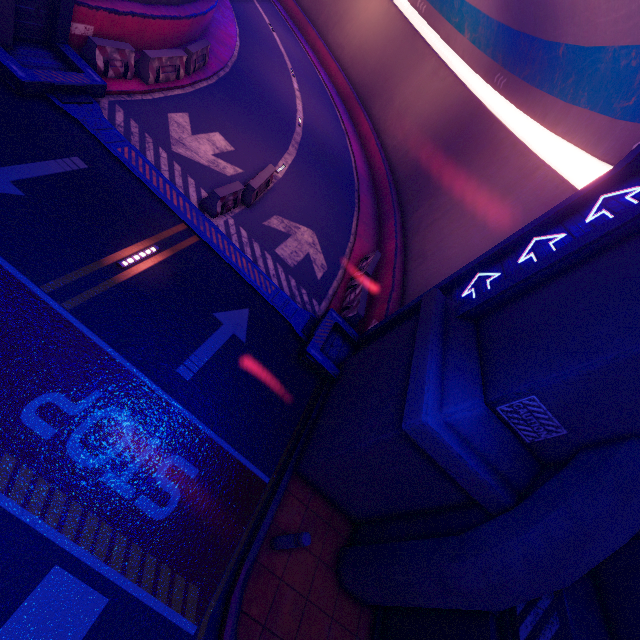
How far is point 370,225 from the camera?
18.8m

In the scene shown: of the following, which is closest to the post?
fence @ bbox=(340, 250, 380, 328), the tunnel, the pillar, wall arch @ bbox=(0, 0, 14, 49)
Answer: wall arch @ bbox=(0, 0, 14, 49)

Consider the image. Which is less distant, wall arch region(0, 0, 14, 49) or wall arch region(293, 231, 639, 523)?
wall arch region(293, 231, 639, 523)

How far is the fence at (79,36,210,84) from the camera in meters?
9.7

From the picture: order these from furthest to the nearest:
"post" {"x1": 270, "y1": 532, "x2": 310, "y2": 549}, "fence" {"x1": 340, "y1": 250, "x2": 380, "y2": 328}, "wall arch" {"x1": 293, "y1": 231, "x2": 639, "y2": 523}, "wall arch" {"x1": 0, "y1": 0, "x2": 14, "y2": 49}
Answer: "fence" {"x1": 340, "y1": 250, "x2": 380, "y2": 328} < "wall arch" {"x1": 0, "y1": 0, "x2": 14, "y2": 49} < "post" {"x1": 270, "y1": 532, "x2": 310, "y2": 549} < "wall arch" {"x1": 293, "y1": 231, "x2": 639, "y2": 523}

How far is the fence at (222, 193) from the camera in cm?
1003

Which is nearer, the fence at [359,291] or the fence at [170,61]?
the fence at [170,61]

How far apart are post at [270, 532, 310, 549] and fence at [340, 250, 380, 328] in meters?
7.0
